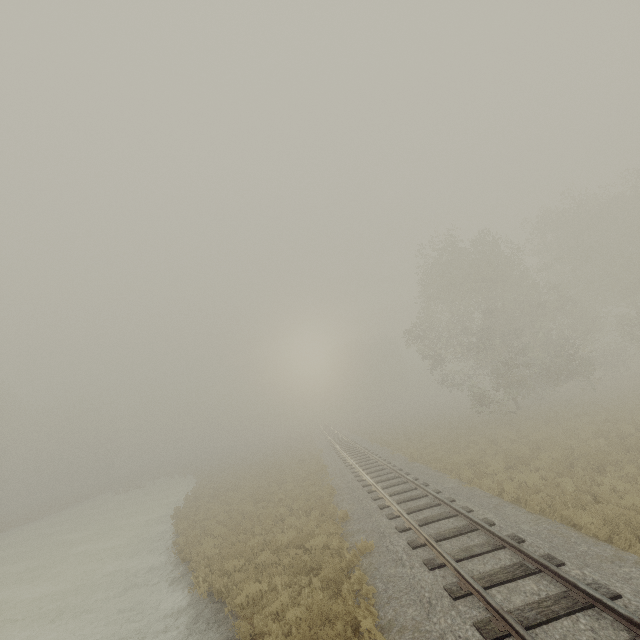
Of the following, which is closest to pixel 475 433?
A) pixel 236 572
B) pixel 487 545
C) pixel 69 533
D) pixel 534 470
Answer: pixel 534 470
